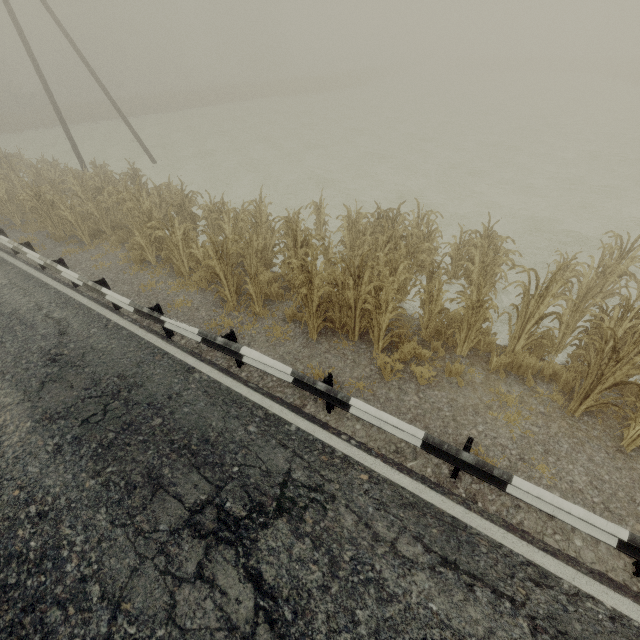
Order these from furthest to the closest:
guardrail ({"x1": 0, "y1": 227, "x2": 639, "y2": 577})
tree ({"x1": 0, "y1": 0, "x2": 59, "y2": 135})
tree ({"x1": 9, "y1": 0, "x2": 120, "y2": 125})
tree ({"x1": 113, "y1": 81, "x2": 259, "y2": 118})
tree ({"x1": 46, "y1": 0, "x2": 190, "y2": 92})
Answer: tree ({"x1": 46, "y1": 0, "x2": 190, "y2": 92})
tree ({"x1": 113, "y1": 81, "x2": 259, "y2": 118})
tree ({"x1": 9, "y1": 0, "x2": 120, "y2": 125})
tree ({"x1": 0, "y1": 0, "x2": 59, "y2": 135})
guardrail ({"x1": 0, "y1": 227, "x2": 639, "y2": 577})

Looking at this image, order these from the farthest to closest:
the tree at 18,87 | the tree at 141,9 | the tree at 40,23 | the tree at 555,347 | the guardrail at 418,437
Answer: the tree at 141,9 < the tree at 40,23 < the tree at 18,87 < the tree at 555,347 < the guardrail at 418,437

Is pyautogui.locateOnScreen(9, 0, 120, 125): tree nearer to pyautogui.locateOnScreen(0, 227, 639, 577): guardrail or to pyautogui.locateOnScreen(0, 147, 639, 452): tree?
pyautogui.locateOnScreen(0, 147, 639, 452): tree

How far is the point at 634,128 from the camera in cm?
2142

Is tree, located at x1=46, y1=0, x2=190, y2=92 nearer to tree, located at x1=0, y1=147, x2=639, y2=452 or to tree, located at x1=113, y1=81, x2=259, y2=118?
tree, located at x1=0, y1=147, x2=639, y2=452

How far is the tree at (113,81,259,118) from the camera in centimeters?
3623cm

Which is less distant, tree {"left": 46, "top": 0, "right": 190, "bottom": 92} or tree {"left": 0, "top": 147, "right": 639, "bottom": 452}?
tree {"left": 0, "top": 147, "right": 639, "bottom": 452}

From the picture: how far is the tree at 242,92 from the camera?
36.23m
